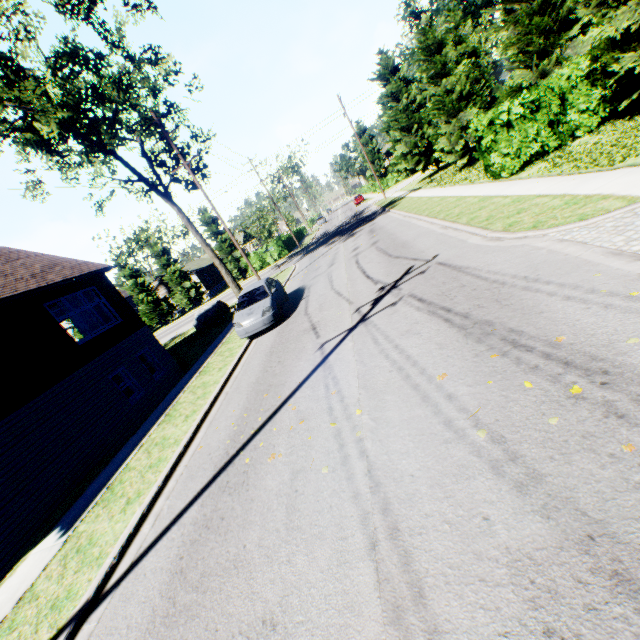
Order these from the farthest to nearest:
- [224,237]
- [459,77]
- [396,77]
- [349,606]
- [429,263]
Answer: [224,237], [396,77], [459,77], [429,263], [349,606]

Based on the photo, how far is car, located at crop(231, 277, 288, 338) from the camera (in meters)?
12.43

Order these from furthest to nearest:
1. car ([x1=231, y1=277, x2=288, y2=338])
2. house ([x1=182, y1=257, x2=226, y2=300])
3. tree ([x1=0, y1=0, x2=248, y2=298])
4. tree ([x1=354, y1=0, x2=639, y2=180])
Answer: house ([x1=182, y1=257, x2=226, y2=300]), tree ([x1=0, y1=0, x2=248, y2=298]), car ([x1=231, y1=277, x2=288, y2=338]), tree ([x1=354, y1=0, x2=639, y2=180])

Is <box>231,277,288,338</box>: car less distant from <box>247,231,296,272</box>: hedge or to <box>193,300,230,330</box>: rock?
<box>193,300,230,330</box>: rock

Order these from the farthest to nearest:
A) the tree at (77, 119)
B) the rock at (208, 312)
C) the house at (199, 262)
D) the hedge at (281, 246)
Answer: the house at (199, 262)
the hedge at (281, 246)
the rock at (208, 312)
the tree at (77, 119)

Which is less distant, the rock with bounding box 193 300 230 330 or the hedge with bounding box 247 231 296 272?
the rock with bounding box 193 300 230 330

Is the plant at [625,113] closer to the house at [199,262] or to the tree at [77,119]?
the tree at [77,119]

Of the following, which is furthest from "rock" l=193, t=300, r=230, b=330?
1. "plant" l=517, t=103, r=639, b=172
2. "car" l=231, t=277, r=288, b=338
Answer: "plant" l=517, t=103, r=639, b=172
